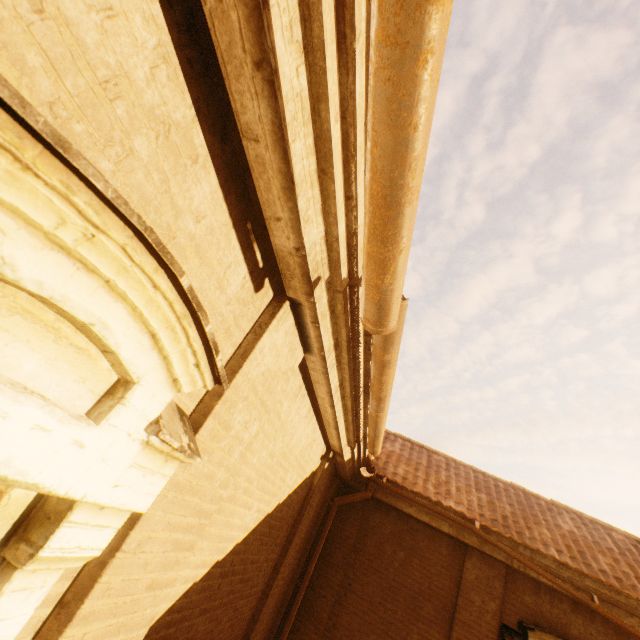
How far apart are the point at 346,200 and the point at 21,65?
1.3 meters
